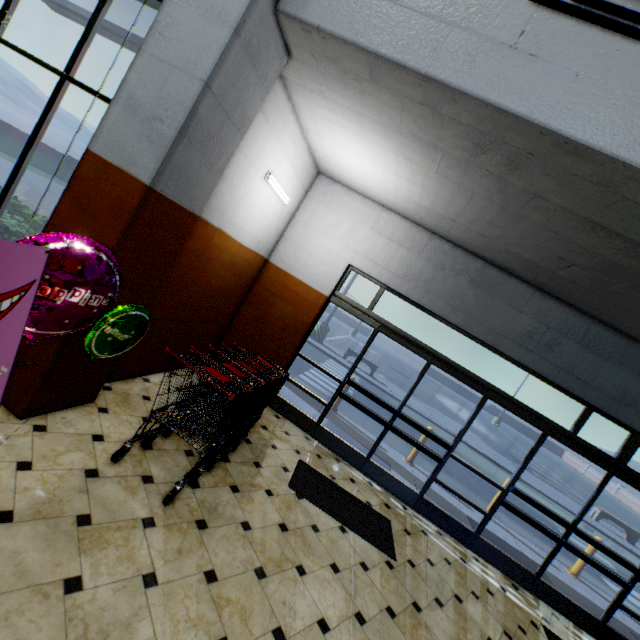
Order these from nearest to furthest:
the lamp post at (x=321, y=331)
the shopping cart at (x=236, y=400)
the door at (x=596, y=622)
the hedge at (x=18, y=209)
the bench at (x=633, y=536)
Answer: the shopping cart at (x=236, y=400)
the hedge at (x=18, y=209)
the door at (x=596, y=622)
the bench at (x=633, y=536)
the lamp post at (x=321, y=331)

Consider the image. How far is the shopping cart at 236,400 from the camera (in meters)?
2.83

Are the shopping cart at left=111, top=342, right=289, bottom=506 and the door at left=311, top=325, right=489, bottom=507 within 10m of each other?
yes

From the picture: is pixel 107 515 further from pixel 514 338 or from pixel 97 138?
pixel 514 338

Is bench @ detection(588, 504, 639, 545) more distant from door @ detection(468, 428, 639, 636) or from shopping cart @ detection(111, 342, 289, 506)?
shopping cart @ detection(111, 342, 289, 506)

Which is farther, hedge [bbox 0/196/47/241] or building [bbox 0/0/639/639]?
hedge [bbox 0/196/47/241]

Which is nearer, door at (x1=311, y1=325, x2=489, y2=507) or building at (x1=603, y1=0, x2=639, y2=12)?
building at (x1=603, y1=0, x2=639, y2=12)

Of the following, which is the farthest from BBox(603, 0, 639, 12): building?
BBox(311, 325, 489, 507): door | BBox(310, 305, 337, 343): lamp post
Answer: BBox(310, 305, 337, 343): lamp post
